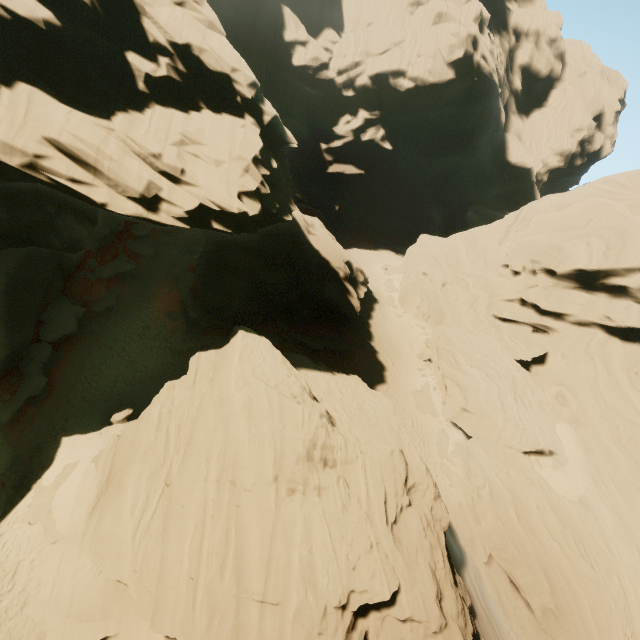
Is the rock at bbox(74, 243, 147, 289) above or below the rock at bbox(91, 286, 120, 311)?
above

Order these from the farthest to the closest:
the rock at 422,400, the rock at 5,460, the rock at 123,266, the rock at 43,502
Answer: the rock at 422,400, the rock at 123,266, the rock at 5,460, the rock at 43,502

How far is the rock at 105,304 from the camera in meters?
25.8

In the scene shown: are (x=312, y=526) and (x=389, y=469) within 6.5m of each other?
yes

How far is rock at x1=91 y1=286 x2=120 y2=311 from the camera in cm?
2583
